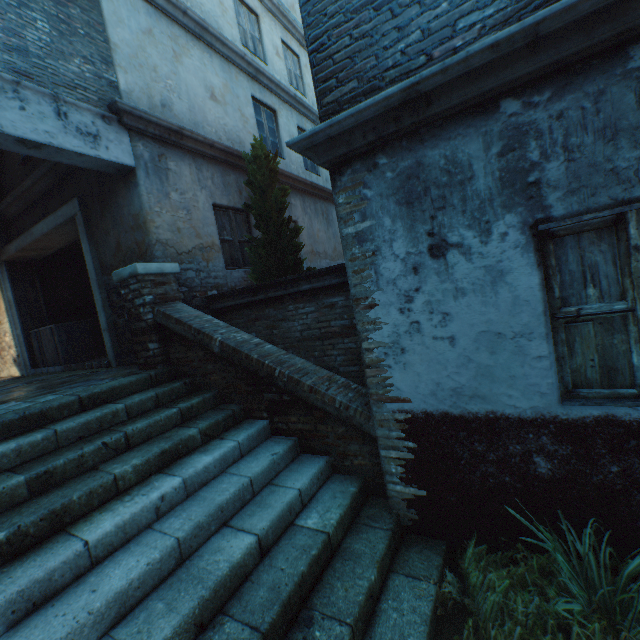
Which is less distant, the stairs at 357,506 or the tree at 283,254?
the stairs at 357,506

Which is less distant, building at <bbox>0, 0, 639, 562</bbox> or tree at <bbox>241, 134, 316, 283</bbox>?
building at <bbox>0, 0, 639, 562</bbox>

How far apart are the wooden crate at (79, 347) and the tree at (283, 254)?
4.60m

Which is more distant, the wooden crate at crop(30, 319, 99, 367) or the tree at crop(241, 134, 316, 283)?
the wooden crate at crop(30, 319, 99, 367)

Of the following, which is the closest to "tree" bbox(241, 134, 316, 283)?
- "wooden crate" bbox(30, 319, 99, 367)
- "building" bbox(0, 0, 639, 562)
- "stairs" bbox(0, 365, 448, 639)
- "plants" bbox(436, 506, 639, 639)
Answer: "stairs" bbox(0, 365, 448, 639)

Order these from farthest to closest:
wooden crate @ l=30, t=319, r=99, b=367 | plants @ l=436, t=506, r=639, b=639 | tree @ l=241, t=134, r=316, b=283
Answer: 1. wooden crate @ l=30, t=319, r=99, b=367
2. tree @ l=241, t=134, r=316, b=283
3. plants @ l=436, t=506, r=639, b=639

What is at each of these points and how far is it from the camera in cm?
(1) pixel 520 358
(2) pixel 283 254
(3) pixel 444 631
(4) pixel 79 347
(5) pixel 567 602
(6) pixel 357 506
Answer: (1) building, 241
(2) tree, 630
(3) ground stones, 235
(4) wooden crate, 781
(5) plants, 219
(6) stairs, 325

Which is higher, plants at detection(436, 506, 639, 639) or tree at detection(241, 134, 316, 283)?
tree at detection(241, 134, 316, 283)
